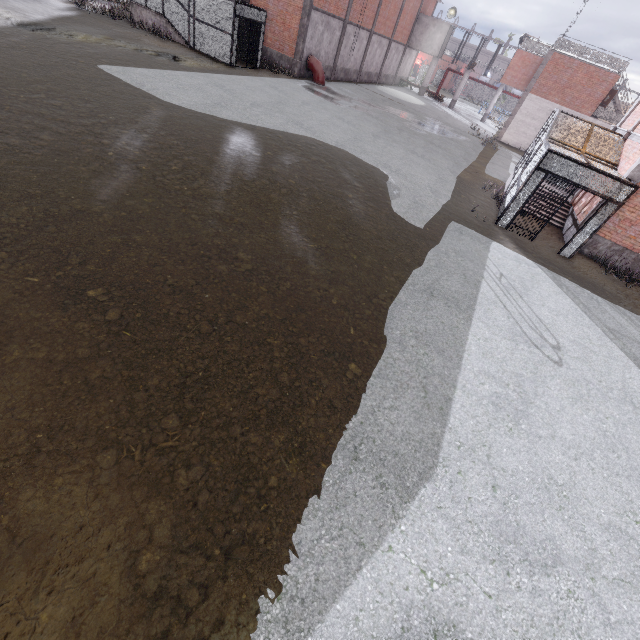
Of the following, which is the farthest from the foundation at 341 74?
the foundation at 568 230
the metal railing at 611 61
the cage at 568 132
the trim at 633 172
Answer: the foundation at 568 230

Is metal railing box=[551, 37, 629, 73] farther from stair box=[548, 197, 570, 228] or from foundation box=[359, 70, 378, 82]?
stair box=[548, 197, 570, 228]

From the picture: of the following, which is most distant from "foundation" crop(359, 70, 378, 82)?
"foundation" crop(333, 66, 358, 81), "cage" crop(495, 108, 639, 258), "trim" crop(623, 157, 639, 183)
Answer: "trim" crop(623, 157, 639, 183)

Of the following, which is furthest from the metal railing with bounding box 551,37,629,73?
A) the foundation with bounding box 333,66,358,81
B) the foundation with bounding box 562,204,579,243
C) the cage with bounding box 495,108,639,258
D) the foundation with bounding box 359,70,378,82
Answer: the foundation with bounding box 562,204,579,243

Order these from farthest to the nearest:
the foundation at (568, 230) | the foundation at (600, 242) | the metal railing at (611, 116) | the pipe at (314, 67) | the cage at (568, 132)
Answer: the metal railing at (611, 116) → the pipe at (314, 67) → the foundation at (568, 230) → the foundation at (600, 242) → the cage at (568, 132)

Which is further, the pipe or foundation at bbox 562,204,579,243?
the pipe

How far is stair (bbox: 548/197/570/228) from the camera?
15.02m

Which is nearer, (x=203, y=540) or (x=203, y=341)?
(x=203, y=540)
